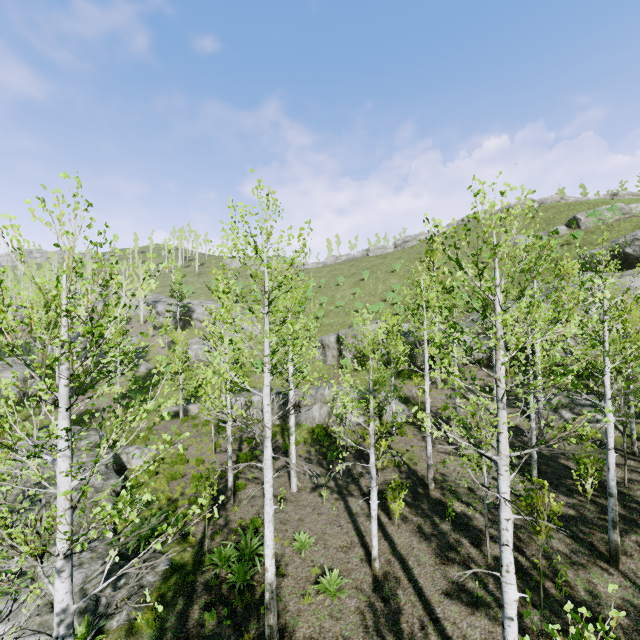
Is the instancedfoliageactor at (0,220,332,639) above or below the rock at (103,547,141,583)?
above

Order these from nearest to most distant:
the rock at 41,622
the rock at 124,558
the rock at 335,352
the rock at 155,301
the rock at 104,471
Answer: the rock at 41,622, the rock at 124,558, the rock at 104,471, the rock at 335,352, the rock at 155,301

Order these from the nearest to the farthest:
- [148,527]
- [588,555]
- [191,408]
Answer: [588,555]
[148,527]
[191,408]

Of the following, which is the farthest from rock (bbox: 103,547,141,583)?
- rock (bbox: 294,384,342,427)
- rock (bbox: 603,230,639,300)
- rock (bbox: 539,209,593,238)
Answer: rock (bbox: 539,209,593,238)

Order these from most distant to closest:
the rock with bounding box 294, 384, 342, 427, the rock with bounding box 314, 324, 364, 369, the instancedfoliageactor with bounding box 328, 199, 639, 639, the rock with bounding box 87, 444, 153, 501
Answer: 1. the rock with bounding box 314, 324, 364, 369
2. the rock with bounding box 294, 384, 342, 427
3. the rock with bounding box 87, 444, 153, 501
4. the instancedfoliageactor with bounding box 328, 199, 639, 639

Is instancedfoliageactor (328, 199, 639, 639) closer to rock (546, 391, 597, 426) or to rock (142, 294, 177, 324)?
rock (546, 391, 597, 426)

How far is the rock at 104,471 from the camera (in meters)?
13.60

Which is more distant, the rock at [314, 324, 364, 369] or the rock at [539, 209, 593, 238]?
the rock at [539, 209, 593, 238]
